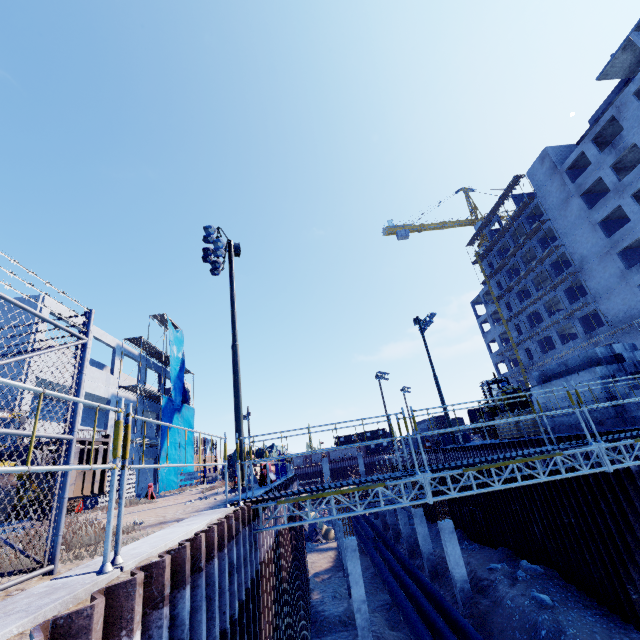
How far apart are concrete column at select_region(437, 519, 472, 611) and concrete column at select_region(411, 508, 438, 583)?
4.34m

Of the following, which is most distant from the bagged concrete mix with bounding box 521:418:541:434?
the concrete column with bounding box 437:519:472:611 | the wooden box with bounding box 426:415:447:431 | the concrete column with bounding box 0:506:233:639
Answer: the concrete column with bounding box 0:506:233:639

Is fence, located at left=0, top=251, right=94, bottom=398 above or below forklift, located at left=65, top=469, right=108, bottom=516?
above

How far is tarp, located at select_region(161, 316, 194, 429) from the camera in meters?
29.2 m

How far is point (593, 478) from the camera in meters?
12.2 m

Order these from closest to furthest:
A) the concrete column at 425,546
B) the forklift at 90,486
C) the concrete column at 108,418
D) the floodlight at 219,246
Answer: the forklift at 90,486 → the floodlight at 219,246 → the concrete column at 425,546 → the concrete column at 108,418

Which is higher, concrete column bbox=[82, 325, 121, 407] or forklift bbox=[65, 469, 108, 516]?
concrete column bbox=[82, 325, 121, 407]

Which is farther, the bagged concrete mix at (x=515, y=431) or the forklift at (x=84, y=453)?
the bagged concrete mix at (x=515, y=431)
